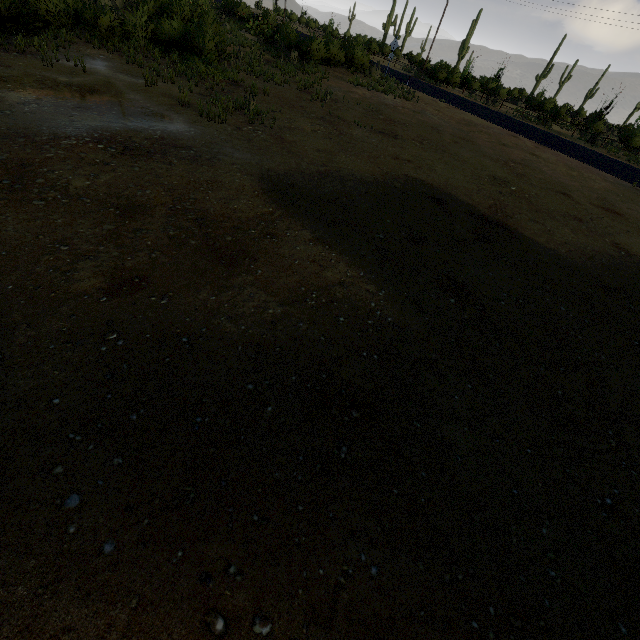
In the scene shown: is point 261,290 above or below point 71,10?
below
